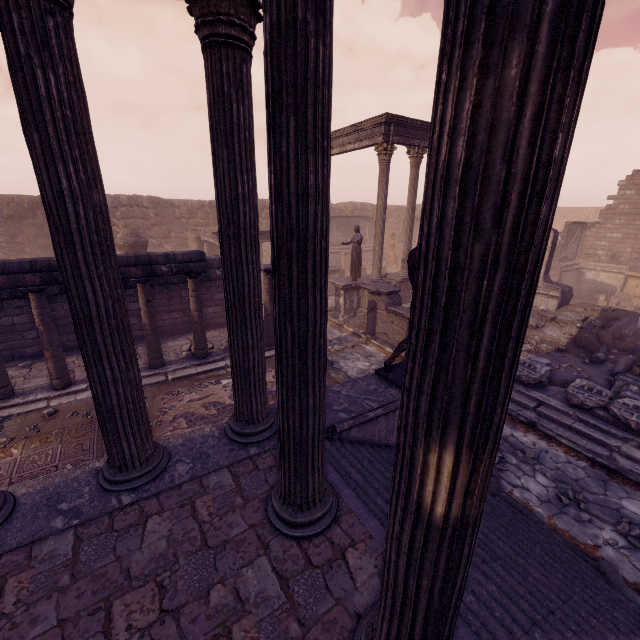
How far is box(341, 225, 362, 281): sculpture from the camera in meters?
13.4

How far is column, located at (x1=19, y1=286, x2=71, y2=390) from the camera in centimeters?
705cm

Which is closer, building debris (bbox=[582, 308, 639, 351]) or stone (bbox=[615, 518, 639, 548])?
stone (bbox=[615, 518, 639, 548])

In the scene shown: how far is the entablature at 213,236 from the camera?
15.8 meters

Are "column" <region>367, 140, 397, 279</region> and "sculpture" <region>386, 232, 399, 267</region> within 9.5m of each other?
no

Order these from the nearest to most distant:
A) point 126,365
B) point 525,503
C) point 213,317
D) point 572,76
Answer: point 572,76, point 126,365, point 525,503, point 213,317

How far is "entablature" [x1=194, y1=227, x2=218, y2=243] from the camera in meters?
15.8

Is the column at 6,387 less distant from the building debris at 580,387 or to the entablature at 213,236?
the entablature at 213,236
